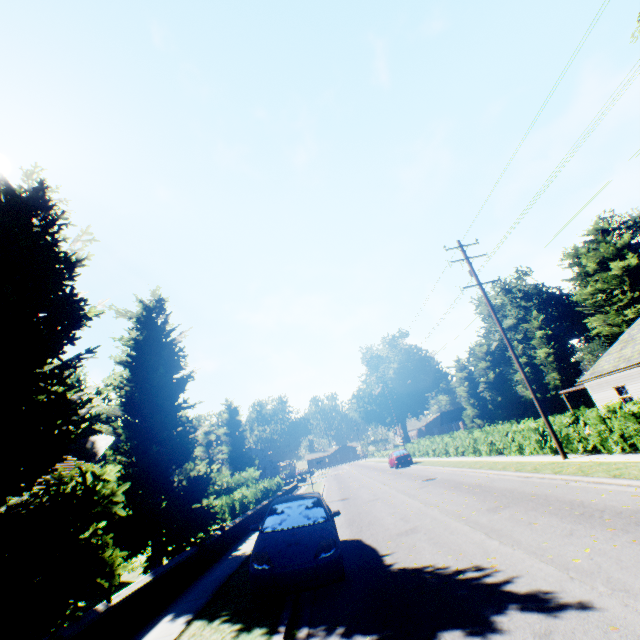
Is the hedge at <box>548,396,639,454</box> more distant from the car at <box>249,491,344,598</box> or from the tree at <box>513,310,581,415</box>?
the car at <box>249,491,344,598</box>

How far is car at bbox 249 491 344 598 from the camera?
6.1 meters

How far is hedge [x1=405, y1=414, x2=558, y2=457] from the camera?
16.86m

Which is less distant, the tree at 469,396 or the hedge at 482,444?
the hedge at 482,444

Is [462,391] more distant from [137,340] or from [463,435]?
[137,340]

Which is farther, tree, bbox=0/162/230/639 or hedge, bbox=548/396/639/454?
hedge, bbox=548/396/639/454

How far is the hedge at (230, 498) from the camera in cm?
1600

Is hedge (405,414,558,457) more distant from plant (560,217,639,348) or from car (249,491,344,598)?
car (249,491,344,598)
